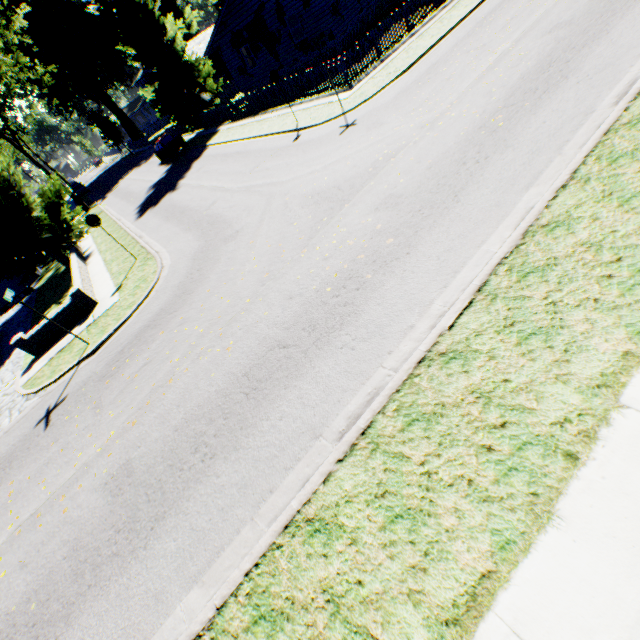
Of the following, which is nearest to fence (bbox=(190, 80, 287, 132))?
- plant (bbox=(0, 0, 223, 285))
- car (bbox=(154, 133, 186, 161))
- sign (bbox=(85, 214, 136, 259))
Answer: plant (bbox=(0, 0, 223, 285))

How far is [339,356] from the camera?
5.3 meters

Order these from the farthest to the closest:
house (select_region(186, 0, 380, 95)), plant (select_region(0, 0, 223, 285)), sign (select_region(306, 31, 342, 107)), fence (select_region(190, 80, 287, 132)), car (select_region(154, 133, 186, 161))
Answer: car (select_region(154, 133, 186, 161)) → house (select_region(186, 0, 380, 95)) → fence (select_region(190, 80, 287, 132)) → plant (select_region(0, 0, 223, 285)) → sign (select_region(306, 31, 342, 107))

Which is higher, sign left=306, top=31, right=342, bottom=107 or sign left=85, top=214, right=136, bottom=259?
sign left=306, top=31, right=342, bottom=107

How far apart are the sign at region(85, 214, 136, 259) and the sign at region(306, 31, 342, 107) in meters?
10.5

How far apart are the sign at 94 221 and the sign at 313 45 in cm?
1046

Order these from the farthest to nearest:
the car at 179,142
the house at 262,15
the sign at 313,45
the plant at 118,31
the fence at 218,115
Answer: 1. the car at 179,142
2. the house at 262,15
3. the fence at 218,115
4. the plant at 118,31
5. the sign at 313,45

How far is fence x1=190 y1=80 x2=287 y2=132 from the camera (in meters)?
20.61
